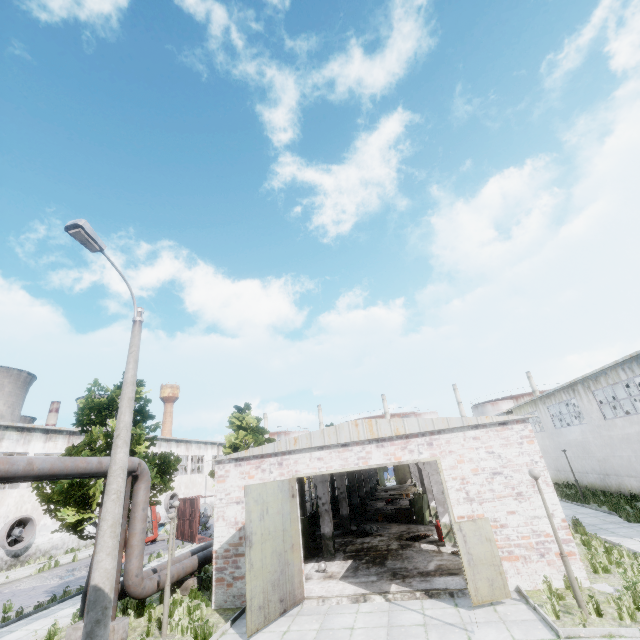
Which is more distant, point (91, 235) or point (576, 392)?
point (576, 392)

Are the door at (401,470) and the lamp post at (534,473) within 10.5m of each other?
no

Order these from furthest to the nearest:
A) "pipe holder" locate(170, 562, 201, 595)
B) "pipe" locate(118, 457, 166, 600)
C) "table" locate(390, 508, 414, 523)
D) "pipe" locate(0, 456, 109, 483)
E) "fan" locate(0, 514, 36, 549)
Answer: "fan" locate(0, 514, 36, 549), "table" locate(390, 508, 414, 523), "pipe holder" locate(170, 562, 201, 595), "pipe" locate(118, 457, 166, 600), "pipe" locate(0, 456, 109, 483)

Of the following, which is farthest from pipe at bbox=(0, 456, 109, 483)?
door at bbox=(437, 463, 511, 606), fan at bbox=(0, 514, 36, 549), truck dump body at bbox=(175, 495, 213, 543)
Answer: fan at bbox=(0, 514, 36, 549)

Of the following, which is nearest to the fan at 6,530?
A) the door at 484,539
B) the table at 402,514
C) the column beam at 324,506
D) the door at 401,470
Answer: the column beam at 324,506

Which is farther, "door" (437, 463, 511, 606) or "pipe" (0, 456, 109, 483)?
"door" (437, 463, 511, 606)

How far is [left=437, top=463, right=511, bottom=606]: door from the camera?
9.27m

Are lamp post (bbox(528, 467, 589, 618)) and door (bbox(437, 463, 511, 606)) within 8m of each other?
yes
